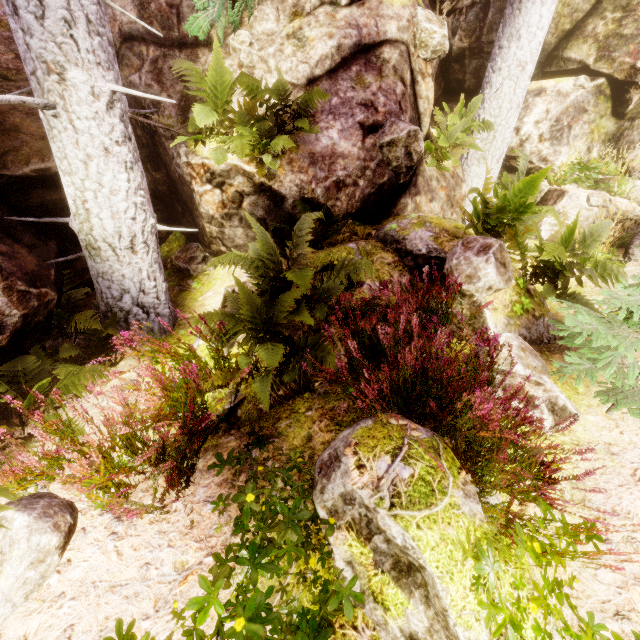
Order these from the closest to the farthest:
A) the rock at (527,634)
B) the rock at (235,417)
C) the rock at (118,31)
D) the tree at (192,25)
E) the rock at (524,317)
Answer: the rock at (527,634)
the rock at (235,417)
the rock at (524,317)
the tree at (192,25)
the rock at (118,31)

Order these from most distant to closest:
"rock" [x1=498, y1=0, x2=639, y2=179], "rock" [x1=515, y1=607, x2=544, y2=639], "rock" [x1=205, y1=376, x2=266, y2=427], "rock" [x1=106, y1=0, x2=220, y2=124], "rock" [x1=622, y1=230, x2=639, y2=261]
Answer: "rock" [x1=498, y1=0, x2=639, y2=179], "rock" [x1=622, y1=230, x2=639, y2=261], "rock" [x1=106, y1=0, x2=220, y2=124], "rock" [x1=205, y1=376, x2=266, y2=427], "rock" [x1=515, y1=607, x2=544, y2=639]

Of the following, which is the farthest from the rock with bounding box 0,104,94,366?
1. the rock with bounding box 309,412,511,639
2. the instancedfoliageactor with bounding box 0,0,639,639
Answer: the rock with bounding box 309,412,511,639

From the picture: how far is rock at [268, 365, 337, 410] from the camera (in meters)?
3.49

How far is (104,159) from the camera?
3.6 meters

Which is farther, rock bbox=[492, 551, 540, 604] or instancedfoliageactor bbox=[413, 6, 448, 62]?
instancedfoliageactor bbox=[413, 6, 448, 62]

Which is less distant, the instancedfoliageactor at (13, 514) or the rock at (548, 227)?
the instancedfoliageactor at (13, 514)

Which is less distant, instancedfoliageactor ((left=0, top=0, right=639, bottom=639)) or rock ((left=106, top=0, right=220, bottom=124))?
instancedfoliageactor ((left=0, top=0, right=639, bottom=639))
